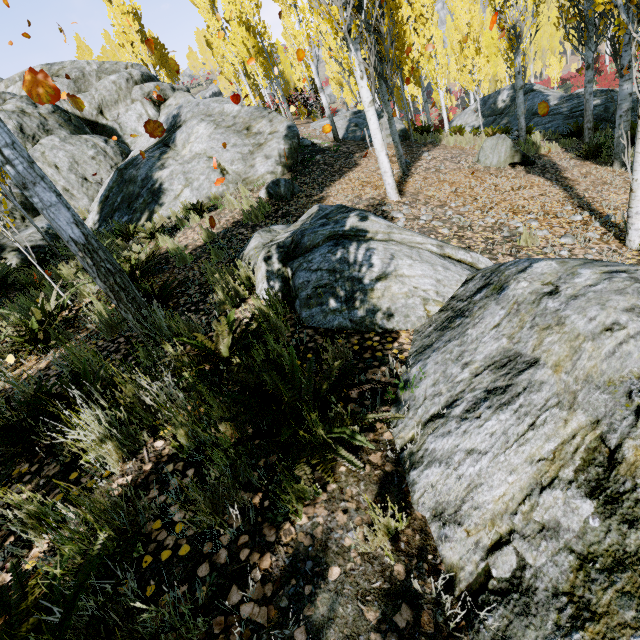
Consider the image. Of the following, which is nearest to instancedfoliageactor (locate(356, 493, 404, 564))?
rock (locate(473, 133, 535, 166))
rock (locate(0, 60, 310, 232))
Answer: rock (locate(0, 60, 310, 232))

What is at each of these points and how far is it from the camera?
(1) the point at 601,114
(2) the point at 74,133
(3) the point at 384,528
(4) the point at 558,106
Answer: (1) rock, 12.7m
(2) rock, 12.0m
(3) instancedfoliageactor, 1.5m
(4) rock, 15.0m

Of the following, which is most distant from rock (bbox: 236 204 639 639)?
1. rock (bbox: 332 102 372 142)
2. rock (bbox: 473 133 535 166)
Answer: rock (bbox: 473 133 535 166)

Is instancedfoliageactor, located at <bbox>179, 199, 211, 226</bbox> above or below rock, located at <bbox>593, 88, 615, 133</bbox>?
above

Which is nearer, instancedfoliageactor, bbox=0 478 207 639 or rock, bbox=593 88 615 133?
instancedfoliageactor, bbox=0 478 207 639

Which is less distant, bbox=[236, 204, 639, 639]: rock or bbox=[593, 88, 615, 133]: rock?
bbox=[236, 204, 639, 639]: rock

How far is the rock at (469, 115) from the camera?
19.88m

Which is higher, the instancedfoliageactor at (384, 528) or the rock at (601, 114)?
the instancedfoliageactor at (384, 528)
